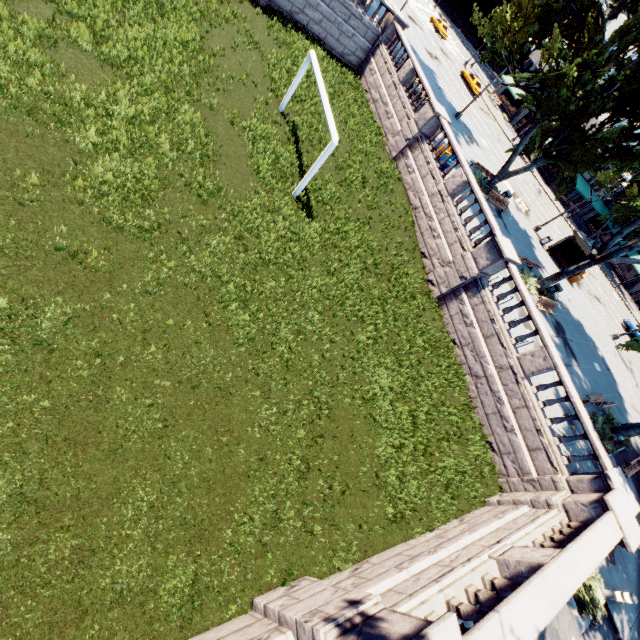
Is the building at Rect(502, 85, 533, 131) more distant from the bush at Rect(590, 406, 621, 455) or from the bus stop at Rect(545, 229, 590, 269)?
the bush at Rect(590, 406, 621, 455)

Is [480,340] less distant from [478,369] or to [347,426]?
[478,369]

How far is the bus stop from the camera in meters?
28.5 m

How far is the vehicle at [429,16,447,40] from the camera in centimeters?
5088cm

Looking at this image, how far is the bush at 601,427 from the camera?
16.86m

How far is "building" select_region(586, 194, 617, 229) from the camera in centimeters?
5622cm

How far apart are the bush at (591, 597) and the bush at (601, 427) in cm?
712

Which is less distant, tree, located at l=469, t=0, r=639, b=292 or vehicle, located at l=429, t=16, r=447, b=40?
tree, located at l=469, t=0, r=639, b=292
